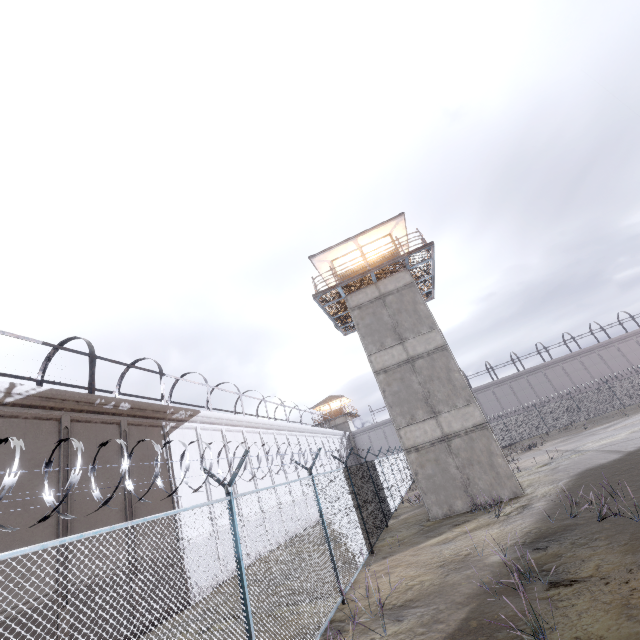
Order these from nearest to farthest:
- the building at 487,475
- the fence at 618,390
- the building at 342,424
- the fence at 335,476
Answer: the fence at 335,476
the building at 487,475
the fence at 618,390
the building at 342,424

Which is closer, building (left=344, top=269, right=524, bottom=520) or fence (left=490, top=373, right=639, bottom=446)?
building (left=344, top=269, right=524, bottom=520)

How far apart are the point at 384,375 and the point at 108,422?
12.8 meters

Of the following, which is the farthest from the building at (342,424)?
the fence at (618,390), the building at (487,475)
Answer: the building at (487,475)

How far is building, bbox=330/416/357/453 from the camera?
51.2 meters

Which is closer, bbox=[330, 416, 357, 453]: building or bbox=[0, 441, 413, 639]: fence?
bbox=[0, 441, 413, 639]: fence

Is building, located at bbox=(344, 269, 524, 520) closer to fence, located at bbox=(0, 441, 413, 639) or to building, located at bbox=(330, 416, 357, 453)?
fence, located at bbox=(0, 441, 413, 639)

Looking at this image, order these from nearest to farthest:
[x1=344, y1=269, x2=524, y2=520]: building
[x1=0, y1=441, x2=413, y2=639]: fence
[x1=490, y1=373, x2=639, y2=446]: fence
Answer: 1. [x1=0, y1=441, x2=413, y2=639]: fence
2. [x1=344, y1=269, x2=524, y2=520]: building
3. [x1=490, y1=373, x2=639, y2=446]: fence
